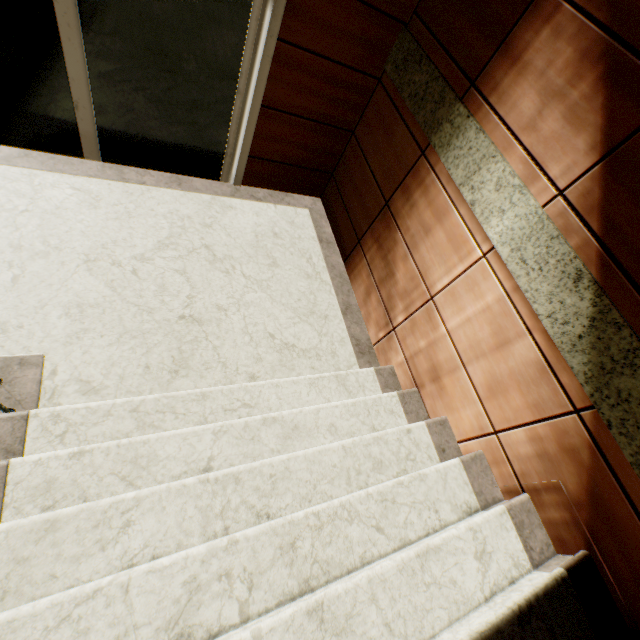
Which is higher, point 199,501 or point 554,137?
point 554,137
